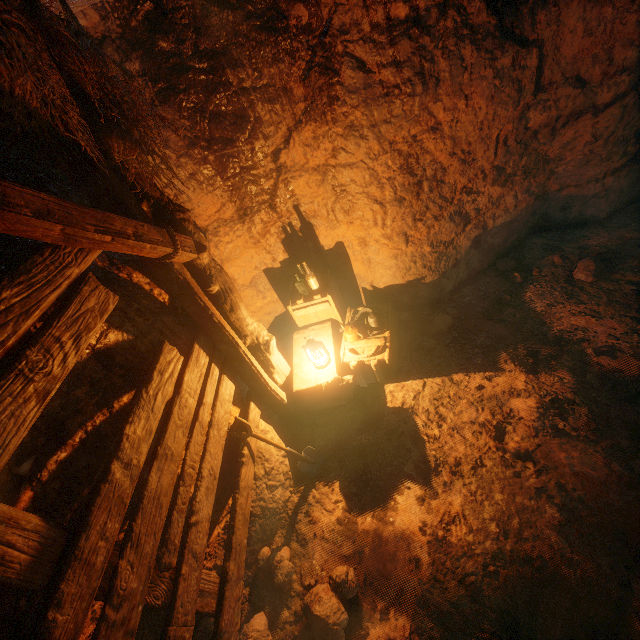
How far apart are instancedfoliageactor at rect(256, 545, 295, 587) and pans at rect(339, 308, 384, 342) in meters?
2.4 m

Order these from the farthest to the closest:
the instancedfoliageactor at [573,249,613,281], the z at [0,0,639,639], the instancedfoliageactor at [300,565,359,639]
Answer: the instancedfoliageactor at [573,249,613,281]
the instancedfoliageactor at [300,565,359,639]
the z at [0,0,639,639]

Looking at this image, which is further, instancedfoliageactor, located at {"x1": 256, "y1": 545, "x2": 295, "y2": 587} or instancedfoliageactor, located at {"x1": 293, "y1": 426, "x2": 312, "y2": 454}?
instancedfoliageactor, located at {"x1": 293, "y1": 426, "x2": 312, "y2": 454}

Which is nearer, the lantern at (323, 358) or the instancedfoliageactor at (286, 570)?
the instancedfoliageactor at (286, 570)

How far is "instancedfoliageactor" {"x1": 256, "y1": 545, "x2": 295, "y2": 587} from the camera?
3.12m

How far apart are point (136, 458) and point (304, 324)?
3.10m

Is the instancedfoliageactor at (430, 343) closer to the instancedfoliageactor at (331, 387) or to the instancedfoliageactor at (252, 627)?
the instancedfoliageactor at (331, 387)

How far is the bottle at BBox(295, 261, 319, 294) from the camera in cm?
440
